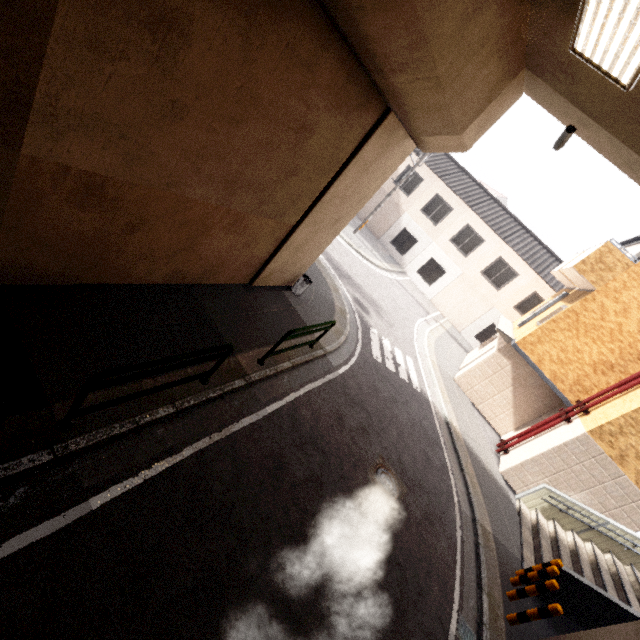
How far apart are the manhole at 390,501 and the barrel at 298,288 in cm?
489

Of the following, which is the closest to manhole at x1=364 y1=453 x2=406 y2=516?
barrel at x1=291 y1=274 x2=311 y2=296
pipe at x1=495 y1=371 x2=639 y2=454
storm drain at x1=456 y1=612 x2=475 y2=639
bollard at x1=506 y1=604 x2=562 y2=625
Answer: storm drain at x1=456 y1=612 x2=475 y2=639

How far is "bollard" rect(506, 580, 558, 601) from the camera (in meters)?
6.63

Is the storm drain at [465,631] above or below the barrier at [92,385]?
below

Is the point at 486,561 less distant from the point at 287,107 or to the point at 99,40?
the point at 287,107

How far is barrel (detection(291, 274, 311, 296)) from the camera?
9.5 meters

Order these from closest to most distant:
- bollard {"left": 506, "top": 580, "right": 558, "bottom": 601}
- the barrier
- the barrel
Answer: the barrier → bollard {"left": 506, "top": 580, "right": 558, "bottom": 601} → the barrel

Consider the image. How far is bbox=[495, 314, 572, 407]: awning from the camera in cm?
1174
